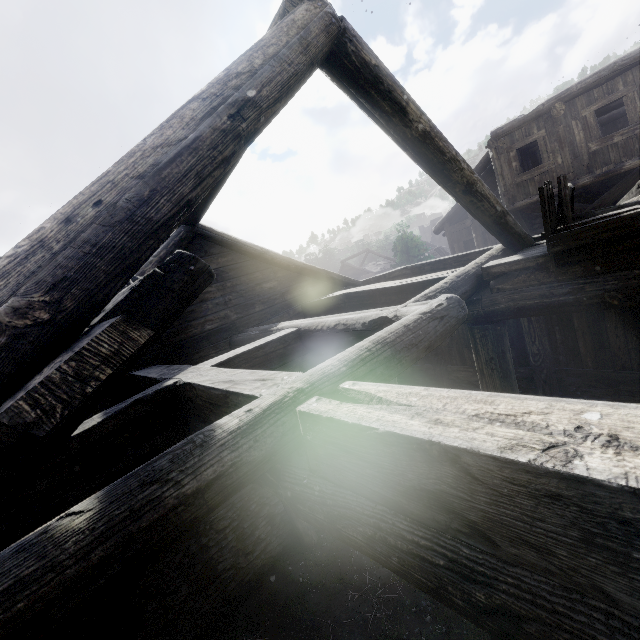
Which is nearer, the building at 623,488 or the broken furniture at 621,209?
the building at 623,488

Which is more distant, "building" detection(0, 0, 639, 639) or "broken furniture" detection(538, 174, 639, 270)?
"broken furniture" detection(538, 174, 639, 270)

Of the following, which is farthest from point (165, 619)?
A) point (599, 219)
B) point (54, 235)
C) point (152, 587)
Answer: point (599, 219)
